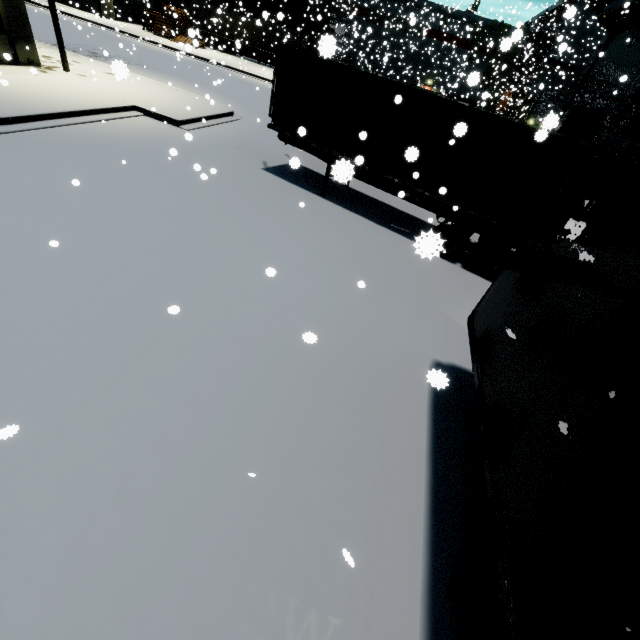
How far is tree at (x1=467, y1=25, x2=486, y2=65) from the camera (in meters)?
32.18

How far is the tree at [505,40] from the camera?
5.53m

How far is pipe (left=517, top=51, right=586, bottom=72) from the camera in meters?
41.7

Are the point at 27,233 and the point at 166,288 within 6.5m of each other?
yes

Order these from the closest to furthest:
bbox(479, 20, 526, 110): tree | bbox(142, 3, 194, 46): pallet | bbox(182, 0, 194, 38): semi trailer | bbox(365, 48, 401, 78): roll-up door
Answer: bbox(479, 20, 526, 110): tree, bbox(182, 0, 194, 38): semi trailer, bbox(142, 3, 194, 46): pallet, bbox(365, 48, 401, 78): roll-up door

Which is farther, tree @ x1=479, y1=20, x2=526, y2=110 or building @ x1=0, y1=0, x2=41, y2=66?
building @ x1=0, y1=0, x2=41, y2=66

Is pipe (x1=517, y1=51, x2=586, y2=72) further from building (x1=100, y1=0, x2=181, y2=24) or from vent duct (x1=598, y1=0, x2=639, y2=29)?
vent duct (x1=598, y1=0, x2=639, y2=29)

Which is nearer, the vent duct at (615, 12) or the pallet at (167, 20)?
the vent duct at (615, 12)
